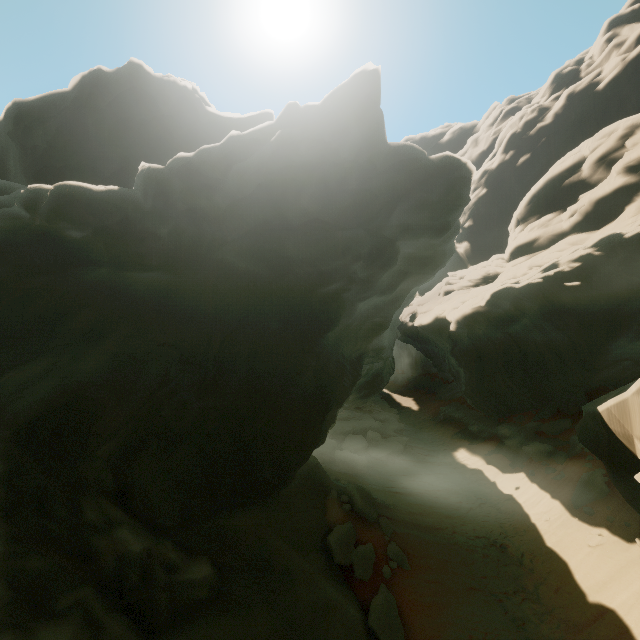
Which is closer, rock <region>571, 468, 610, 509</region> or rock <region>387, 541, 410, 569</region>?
rock <region>387, 541, 410, 569</region>

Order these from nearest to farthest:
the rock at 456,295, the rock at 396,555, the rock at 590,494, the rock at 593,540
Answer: the rock at 456,295, the rock at 396,555, the rock at 593,540, the rock at 590,494

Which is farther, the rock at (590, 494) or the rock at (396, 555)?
the rock at (590, 494)

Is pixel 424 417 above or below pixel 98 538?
below
